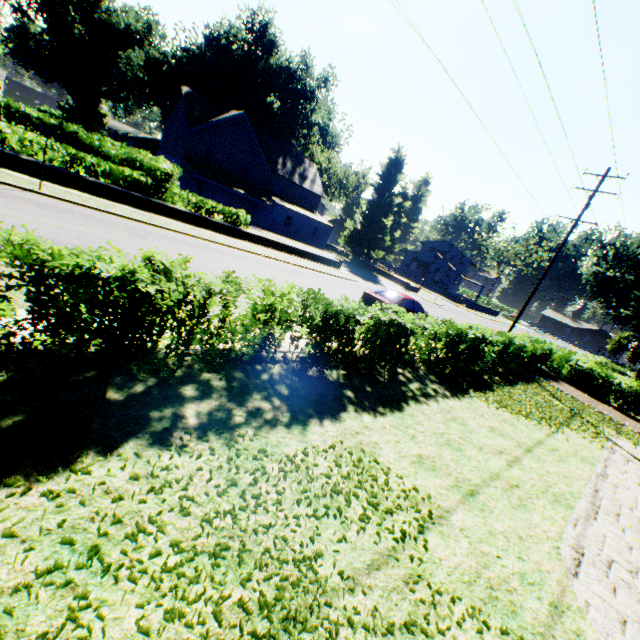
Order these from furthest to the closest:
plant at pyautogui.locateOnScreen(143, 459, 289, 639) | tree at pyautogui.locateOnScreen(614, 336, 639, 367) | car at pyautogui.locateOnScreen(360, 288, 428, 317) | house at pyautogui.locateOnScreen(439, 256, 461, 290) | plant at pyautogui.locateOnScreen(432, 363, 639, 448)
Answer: house at pyautogui.locateOnScreen(439, 256, 461, 290), tree at pyautogui.locateOnScreen(614, 336, 639, 367), car at pyautogui.locateOnScreen(360, 288, 428, 317), plant at pyautogui.locateOnScreen(432, 363, 639, 448), plant at pyautogui.locateOnScreen(143, 459, 289, 639)

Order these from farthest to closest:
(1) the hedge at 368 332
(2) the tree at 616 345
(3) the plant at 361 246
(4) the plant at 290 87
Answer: (2) the tree at 616 345 → (4) the plant at 290 87 → (3) the plant at 361 246 → (1) the hedge at 368 332

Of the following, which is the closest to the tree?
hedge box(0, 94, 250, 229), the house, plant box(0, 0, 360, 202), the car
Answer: hedge box(0, 94, 250, 229)

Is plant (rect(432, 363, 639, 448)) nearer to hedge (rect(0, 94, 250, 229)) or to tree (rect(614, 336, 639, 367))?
hedge (rect(0, 94, 250, 229))

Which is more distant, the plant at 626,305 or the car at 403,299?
the plant at 626,305

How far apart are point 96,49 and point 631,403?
91.7 meters

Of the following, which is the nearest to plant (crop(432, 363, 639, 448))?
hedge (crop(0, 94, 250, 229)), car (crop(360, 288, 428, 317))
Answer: hedge (crop(0, 94, 250, 229))

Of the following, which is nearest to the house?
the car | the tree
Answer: the tree
